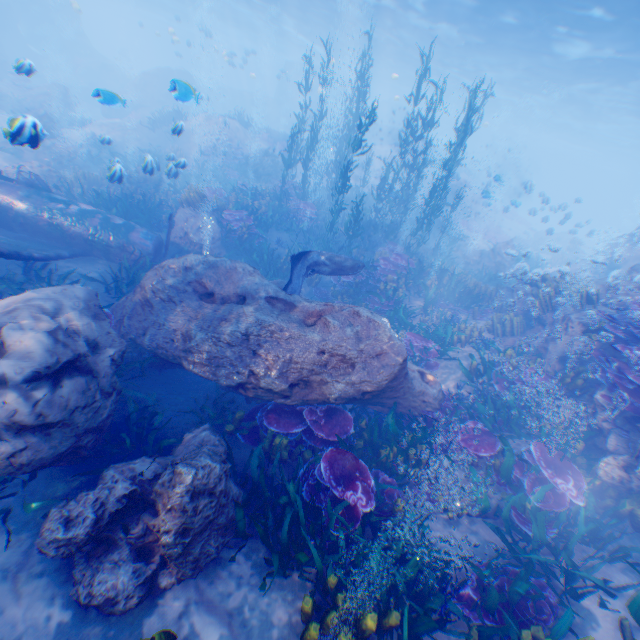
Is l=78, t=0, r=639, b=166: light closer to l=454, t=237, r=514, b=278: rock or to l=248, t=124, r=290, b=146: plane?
l=454, t=237, r=514, b=278: rock

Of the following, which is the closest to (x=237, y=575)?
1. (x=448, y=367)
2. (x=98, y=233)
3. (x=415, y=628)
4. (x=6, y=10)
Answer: (x=415, y=628)

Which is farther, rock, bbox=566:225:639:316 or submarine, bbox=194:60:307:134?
submarine, bbox=194:60:307:134

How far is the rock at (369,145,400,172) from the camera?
35.7 meters

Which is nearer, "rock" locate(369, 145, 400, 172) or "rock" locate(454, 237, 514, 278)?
"rock" locate(454, 237, 514, 278)

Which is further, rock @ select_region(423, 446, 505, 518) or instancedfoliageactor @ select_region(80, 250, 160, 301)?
instancedfoliageactor @ select_region(80, 250, 160, 301)

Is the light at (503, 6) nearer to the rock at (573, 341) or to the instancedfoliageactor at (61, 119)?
the rock at (573, 341)

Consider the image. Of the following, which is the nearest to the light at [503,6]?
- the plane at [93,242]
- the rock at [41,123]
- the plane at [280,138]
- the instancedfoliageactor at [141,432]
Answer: the rock at [41,123]
